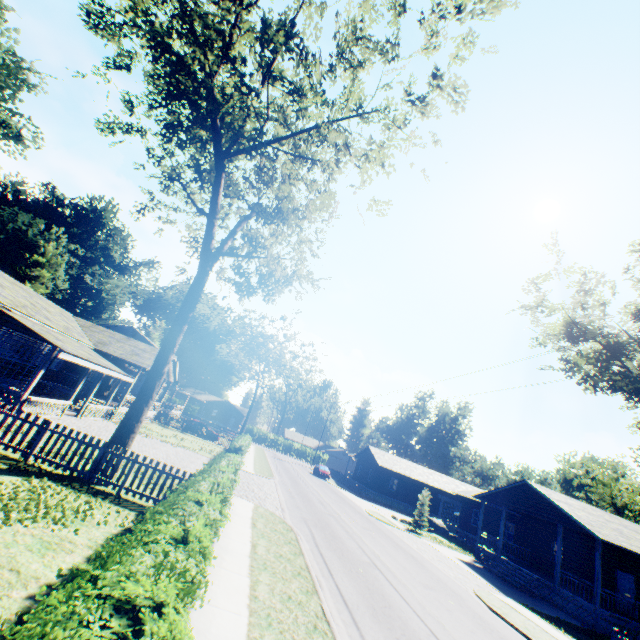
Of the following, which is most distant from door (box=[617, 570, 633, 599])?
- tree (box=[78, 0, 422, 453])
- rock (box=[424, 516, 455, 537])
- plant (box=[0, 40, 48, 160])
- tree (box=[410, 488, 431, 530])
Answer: plant (box=[0, 40, 48, 160])

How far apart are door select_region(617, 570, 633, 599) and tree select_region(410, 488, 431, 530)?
12.80m

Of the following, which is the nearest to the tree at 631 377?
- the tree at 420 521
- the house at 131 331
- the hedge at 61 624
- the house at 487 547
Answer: the hedge at 61 624

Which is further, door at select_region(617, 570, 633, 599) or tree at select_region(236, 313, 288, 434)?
tree at select_region(236, 313, 288, 434)

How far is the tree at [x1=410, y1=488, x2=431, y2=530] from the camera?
28.78m

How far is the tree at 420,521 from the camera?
28.8 meters

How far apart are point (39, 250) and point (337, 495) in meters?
51.5 m

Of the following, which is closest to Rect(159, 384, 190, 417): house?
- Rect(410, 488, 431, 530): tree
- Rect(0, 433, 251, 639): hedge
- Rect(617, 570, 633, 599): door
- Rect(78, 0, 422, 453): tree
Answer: Rect(0, 433, 251, 639): hedge
